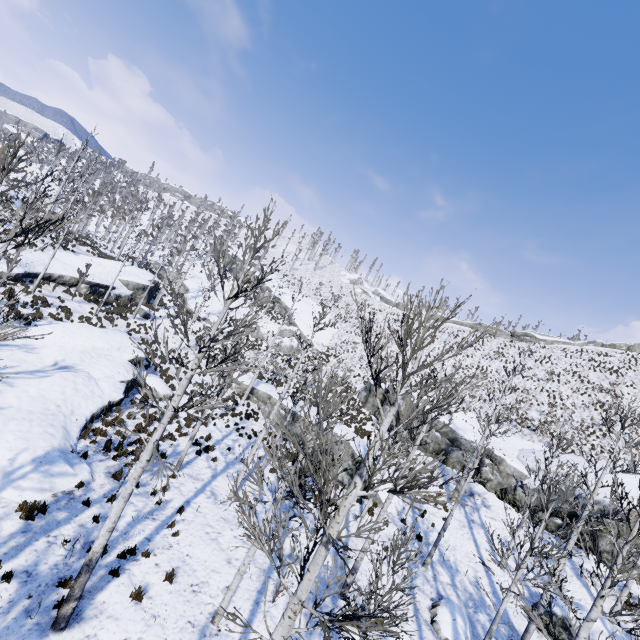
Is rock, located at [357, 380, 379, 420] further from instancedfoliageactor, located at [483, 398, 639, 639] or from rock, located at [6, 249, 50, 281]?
rock, located at [6, 249, 50, 281]

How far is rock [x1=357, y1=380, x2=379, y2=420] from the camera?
30.5m

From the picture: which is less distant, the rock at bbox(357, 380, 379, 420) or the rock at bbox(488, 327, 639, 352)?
the rock at bbox(357, 380, 379, 420)

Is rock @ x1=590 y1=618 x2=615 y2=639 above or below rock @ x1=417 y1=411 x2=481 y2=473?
below

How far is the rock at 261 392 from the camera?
25.0m

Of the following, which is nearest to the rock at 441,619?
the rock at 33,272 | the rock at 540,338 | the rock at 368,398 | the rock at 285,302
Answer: the rock at 368,398

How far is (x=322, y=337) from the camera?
44.09m

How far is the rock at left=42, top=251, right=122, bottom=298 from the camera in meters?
26.3
